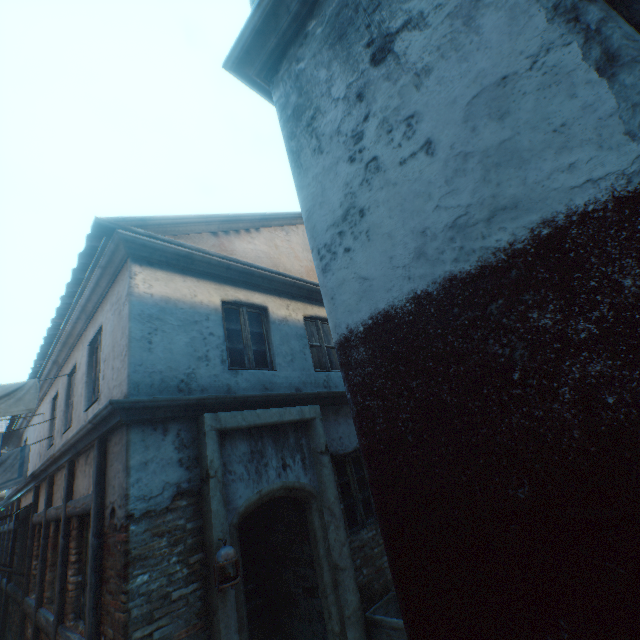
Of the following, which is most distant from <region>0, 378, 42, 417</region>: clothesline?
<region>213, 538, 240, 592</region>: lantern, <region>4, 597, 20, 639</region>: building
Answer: <region>213, 538, 240, 592</region>: lantern

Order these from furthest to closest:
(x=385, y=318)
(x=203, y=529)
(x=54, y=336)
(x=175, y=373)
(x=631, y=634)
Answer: (x=54, y=336)
(x=175, y=373)
(x=203, y=529)
(x=385, y=318)
(x=631, y=634)

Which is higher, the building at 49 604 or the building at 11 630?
the building at 49 604

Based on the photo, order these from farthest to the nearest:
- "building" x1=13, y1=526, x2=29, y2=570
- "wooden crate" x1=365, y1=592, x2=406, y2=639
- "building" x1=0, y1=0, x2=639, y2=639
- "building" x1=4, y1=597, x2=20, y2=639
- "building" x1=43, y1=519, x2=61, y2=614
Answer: "building" x1=13, y1=526, x2=29, y2=570 < "building" x1=4, y1=597, x2=20, y2=639 < "building" x1=43, y1=519, x2=61, y2=614 < "wooden crate" x1=365, y1=592, x2=406, y2=639 < "building" x1=0, y1=0, x2=639, y2=639

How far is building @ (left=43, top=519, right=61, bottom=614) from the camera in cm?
588

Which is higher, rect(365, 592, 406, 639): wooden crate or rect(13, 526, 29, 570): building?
rect(13, 526, 29, 570): building

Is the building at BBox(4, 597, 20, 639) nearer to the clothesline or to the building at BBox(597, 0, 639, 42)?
the building at BBox(597, 0, 639, 42)

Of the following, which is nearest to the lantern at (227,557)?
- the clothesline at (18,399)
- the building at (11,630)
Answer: the clothesline at (18,399)
